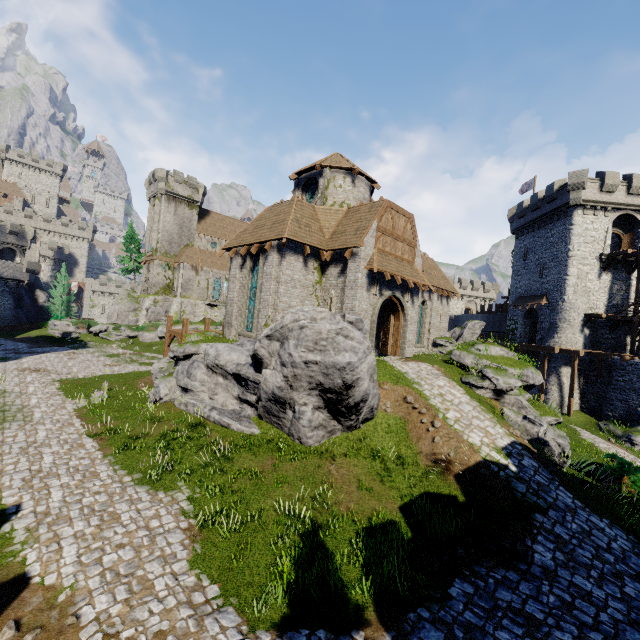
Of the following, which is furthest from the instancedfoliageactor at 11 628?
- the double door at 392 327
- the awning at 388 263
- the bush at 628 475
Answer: the bush at 628 475

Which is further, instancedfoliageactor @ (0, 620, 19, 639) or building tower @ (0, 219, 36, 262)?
building tower @ (0, 219, 36, 262)

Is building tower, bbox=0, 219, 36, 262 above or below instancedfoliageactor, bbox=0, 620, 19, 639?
above

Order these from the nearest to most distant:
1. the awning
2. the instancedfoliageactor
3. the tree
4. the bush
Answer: Answer: the instancedfoliageactor, the bush, the awning, the tree

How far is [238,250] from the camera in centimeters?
2039cm

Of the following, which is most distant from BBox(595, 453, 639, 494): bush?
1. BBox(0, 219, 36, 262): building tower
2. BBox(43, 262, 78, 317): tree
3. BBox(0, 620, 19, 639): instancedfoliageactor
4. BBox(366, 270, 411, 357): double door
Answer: BBox(0, 219, 36, 262): building tower

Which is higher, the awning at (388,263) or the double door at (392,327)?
the awning at (388,263)

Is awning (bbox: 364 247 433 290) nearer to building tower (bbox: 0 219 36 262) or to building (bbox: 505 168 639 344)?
building (bbox: 505 168 639 344)
